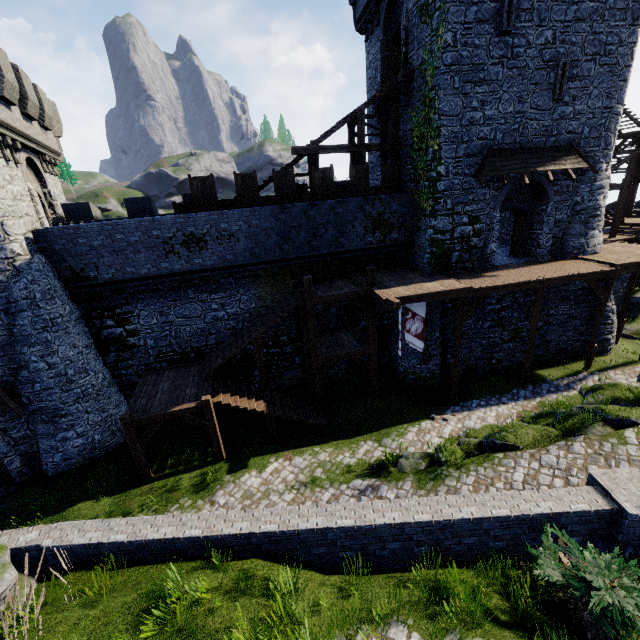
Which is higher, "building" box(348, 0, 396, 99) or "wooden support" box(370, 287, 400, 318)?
"building" box(348, 0, 396, 99)

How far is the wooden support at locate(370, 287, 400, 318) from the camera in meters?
13.0

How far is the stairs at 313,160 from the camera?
16.7 meters

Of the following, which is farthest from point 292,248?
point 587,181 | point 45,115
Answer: point 587,181

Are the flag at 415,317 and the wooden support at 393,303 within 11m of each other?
yes

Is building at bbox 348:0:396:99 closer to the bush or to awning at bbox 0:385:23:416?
the bush

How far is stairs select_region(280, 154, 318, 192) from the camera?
16.7 meters

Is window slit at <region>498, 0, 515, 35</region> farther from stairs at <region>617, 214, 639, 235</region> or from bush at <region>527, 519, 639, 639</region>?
bush at <region>527, 519, 639, 639</region>
